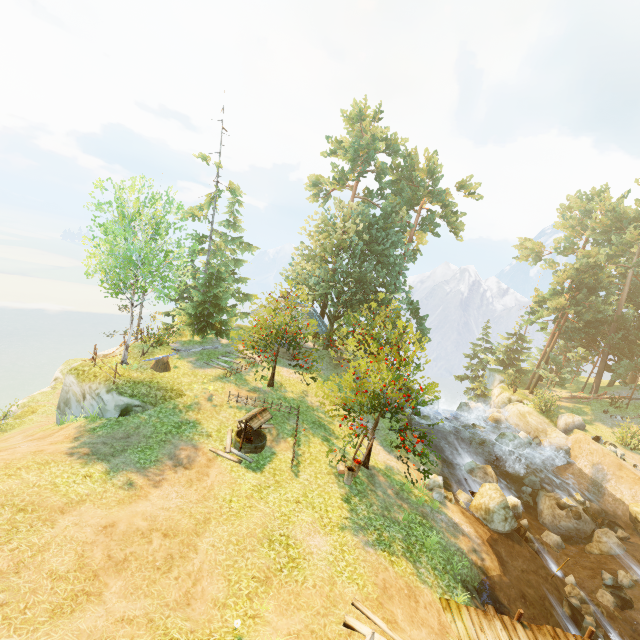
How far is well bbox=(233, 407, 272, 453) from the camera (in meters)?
14.62

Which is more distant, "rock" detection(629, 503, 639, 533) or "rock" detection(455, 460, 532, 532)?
"rock" detection(629, 503, 639, 533)

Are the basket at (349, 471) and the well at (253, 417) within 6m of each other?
yes

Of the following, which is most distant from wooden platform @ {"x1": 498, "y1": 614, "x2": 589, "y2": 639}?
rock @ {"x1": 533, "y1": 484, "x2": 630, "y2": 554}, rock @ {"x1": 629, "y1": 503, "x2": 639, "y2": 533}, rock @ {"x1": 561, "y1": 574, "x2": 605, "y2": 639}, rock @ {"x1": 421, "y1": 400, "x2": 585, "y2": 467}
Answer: rock @ {"x1": 421, "y1": 400, "x2": 585, "y2": 467}

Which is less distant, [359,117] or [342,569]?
[342,569]

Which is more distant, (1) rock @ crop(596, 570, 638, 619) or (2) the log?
Answer: (2) the log

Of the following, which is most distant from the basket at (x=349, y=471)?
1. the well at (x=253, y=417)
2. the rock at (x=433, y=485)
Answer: the rock at (x=433, y=485)

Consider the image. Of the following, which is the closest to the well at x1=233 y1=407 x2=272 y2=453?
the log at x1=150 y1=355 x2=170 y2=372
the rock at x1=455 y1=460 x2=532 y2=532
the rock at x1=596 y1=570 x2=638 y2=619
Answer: the log at x1=150 y1=355 x2=170 y2=372
